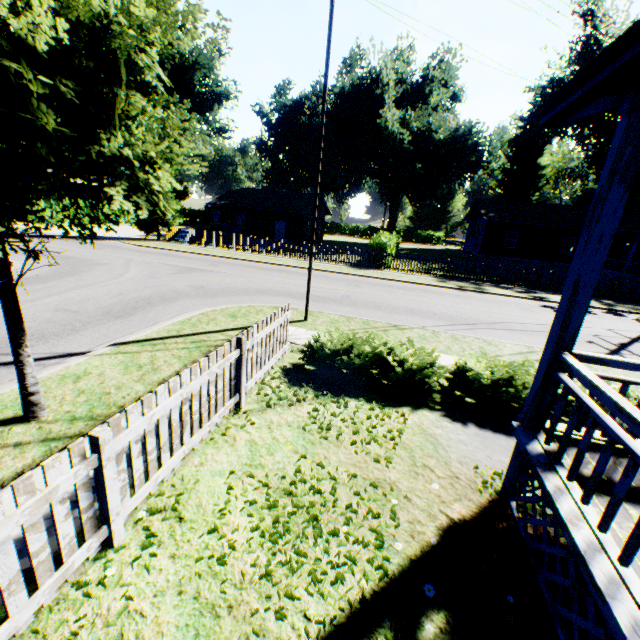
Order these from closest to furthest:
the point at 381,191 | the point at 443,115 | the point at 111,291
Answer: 1. the point at 111,291
2. the point at 443,115
3. the point at 381,191

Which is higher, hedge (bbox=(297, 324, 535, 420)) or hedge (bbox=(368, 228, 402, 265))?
hedge (bbox=(368, 228, 402, 265))

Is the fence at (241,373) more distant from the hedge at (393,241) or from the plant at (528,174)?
the plant at (528,174)

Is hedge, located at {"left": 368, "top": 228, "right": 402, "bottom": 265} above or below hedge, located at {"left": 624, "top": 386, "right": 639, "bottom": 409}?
above

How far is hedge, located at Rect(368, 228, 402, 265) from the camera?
21.9 meters

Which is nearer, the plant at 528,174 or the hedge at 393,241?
the hedge at 393,241

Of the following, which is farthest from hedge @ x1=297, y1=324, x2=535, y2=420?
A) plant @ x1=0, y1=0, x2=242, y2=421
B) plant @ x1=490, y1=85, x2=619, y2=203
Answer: plant @ x1=490, y1=85, x2=619, y2=203

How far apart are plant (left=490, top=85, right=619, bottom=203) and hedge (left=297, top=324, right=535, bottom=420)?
58.9m
